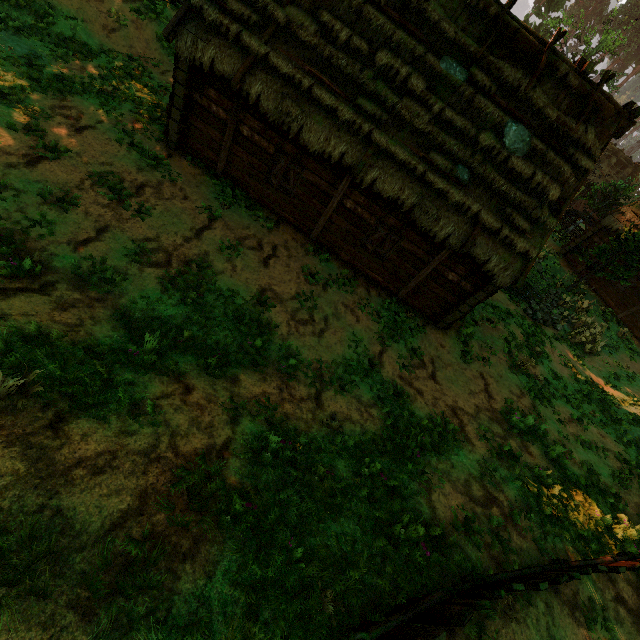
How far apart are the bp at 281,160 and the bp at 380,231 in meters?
3.5

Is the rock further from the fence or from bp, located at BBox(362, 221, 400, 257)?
bp, located at BBox(362, 221, 400, 257)

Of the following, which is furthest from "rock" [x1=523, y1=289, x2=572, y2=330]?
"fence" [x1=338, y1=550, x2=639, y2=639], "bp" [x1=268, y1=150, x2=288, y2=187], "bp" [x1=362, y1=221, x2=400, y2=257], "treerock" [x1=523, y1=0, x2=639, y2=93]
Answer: "bp" [x1=268, y1=150, x2=288, y2=187]

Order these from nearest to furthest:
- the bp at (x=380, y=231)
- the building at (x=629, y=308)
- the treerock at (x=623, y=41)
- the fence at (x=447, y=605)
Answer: the fence at (x=447, y=605) → the bp at (x=380, y=231) → the building at (x=629, y=308) → the treerock at (x=623, y=41)

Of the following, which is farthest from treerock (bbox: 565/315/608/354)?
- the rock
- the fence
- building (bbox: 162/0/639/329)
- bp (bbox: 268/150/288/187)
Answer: bp (bbox: 268/150/288/187)

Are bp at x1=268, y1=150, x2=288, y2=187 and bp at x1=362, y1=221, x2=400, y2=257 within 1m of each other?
no

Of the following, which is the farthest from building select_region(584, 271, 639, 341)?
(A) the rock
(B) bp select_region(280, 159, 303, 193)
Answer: (A) the rock

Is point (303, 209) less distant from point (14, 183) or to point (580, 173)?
point (14, 183)
